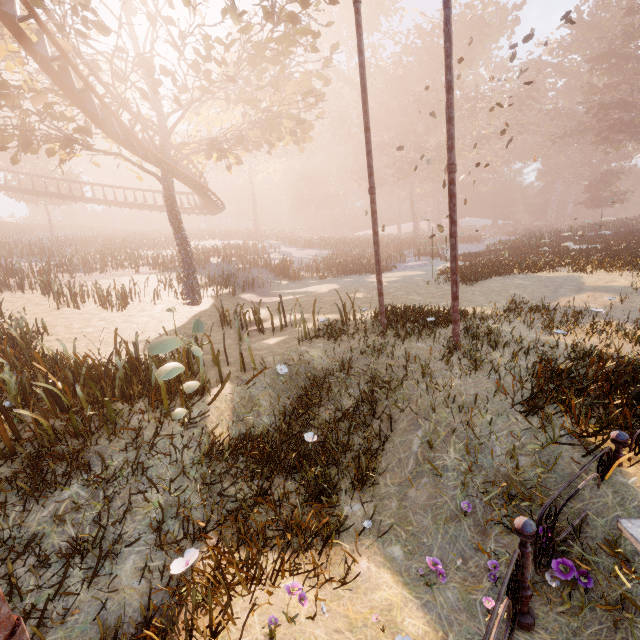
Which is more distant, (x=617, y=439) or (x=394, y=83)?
(x=394, y=83)

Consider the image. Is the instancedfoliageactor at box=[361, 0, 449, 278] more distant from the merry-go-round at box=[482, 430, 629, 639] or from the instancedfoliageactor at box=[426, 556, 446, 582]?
the instancedfoliageactor at box=[426, 556, 446, 582]

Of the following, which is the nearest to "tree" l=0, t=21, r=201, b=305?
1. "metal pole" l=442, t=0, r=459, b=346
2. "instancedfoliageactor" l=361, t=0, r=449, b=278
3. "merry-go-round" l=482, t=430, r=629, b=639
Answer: "metal pole" l=442, t=0, r=459, b=346

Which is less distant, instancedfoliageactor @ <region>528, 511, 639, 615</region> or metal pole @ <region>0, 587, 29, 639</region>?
metal pole @ <region>0, 587, 29, 639</region>

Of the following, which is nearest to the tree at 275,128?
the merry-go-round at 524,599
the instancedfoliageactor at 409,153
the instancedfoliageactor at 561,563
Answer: the merry-go-round at 524,599

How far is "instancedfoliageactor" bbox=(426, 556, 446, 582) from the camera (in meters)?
3.42

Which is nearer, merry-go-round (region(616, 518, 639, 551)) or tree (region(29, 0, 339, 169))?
merry-go-round (region(616, 518, 639, 551))

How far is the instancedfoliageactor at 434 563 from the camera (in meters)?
3.42
